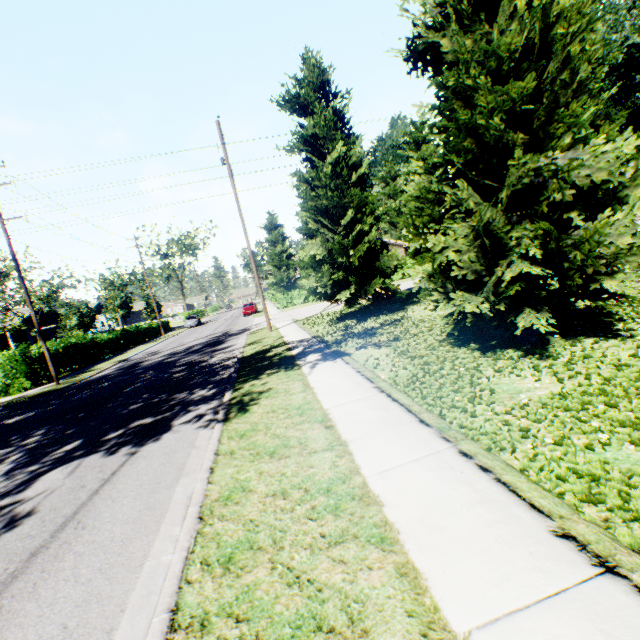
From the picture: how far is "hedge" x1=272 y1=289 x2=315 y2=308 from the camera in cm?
3869

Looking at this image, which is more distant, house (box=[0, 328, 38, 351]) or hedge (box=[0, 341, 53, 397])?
house (box=[0, 328, 38, 351])

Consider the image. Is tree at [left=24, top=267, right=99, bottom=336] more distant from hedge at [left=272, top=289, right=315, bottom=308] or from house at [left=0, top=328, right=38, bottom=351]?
hedge at [left=272, top=289, right=315, bottom=308]

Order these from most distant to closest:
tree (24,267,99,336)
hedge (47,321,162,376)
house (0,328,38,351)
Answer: house (0,328,38,351), tree (24,267,99,336), hedge (47,321,162,376)

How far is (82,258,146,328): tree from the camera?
38.78m

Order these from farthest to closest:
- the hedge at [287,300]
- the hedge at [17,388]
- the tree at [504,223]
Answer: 1. the hedge at [287,300]
2. the hedge at [17,388]
3. the tree at [504,223]

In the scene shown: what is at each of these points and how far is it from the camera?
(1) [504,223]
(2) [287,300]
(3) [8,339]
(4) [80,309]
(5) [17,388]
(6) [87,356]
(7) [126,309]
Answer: (1) tree, 6.39m
(2) hedge, 38.97m
(3) house, 36.34m
(4) tree, 33.16m
(5) hedge, 17.55m
(6) hedge, 24.25m
(7) tree, 47.84m

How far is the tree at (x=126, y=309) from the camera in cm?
3878
